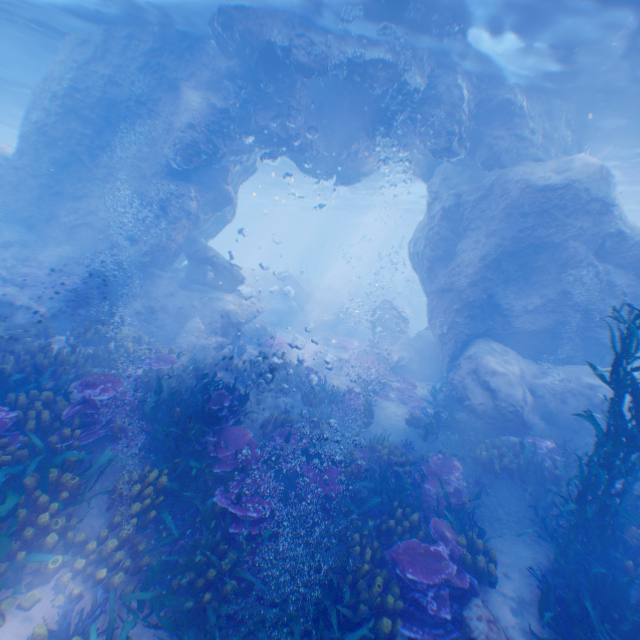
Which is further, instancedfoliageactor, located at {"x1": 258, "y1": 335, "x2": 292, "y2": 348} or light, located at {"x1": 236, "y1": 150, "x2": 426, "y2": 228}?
light, located at {"x1": 236, "y1": 150, "x2": 426, "y2": 228}

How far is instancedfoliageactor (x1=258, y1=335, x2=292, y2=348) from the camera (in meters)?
18.16

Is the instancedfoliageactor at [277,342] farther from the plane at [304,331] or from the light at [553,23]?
the light at [553,23]

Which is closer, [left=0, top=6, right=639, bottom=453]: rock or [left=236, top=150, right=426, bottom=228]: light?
Result: [left=0, top=6, right=639, bottom=453]: rock

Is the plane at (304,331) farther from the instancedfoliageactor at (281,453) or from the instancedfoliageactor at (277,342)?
the instancedfoliageactor at (281,453)

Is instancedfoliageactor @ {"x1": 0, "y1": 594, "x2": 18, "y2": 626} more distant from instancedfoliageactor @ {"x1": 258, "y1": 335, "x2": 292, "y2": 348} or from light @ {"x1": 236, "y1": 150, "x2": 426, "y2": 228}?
instancedfoliageactor @ {"x1": 258, "y1": 335, "x2": 292, "y2": 348}

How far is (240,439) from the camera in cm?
696
